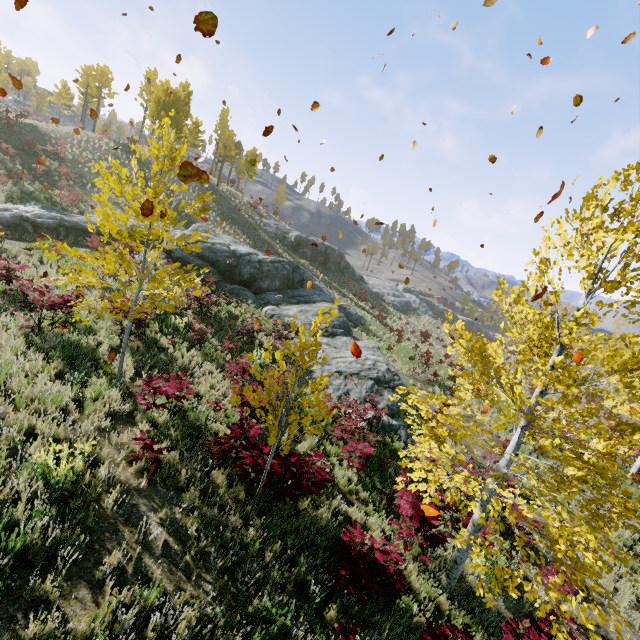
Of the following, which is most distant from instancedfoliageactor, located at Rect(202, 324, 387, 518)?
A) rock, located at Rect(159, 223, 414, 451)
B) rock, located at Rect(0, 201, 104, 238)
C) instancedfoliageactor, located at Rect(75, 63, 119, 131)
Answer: instancedfoliageactor, located at Rect(75, 63, 119, 131)

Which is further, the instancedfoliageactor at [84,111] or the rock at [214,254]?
the instancedfoliageactor at [84,111]

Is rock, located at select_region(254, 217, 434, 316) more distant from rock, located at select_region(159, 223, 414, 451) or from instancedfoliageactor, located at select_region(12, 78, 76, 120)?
instancedfoliageactor, located at select_region(12, 78, 76, 120)

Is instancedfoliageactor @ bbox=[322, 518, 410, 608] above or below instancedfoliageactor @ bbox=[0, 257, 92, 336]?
below

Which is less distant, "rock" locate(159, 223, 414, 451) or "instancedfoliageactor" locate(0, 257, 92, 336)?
"instancedfoliageactor" locate(0, 257, 92, 336)

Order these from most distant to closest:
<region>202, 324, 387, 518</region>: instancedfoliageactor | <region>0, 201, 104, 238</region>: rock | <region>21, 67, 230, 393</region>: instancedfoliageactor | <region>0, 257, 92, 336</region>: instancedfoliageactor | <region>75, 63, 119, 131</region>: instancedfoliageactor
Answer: <region>75, 63, 119, 131</region>: instancedfoliageactor < <region>0, 201, 104, 238</region>: rock < <region>0, 257, 92, 336</region>: instancedfoliageactor < <region>21, 67, 230, 393</region>: instancedfoliageactor < <region>202, 324, 387, 518</region>: instancedfoliageactor

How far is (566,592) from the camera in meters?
8.0 m

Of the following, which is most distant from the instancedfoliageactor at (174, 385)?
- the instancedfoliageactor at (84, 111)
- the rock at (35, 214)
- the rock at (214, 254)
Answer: the instancedfoliageactor at (84, 111)
